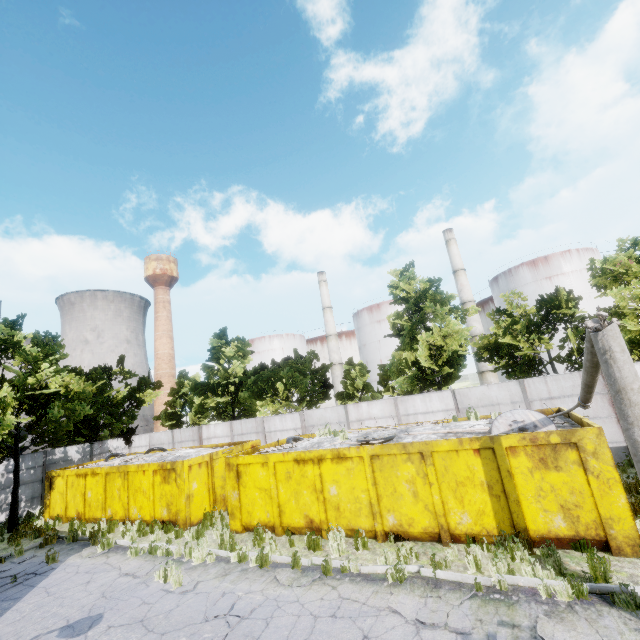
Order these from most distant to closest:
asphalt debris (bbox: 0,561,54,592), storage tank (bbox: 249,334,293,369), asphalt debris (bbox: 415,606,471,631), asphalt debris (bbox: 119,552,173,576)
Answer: storage tank (bbox: 249,334,293,369), asphalt debris (bbox: 0,561,54,592), asphalt debris (bbox: 119,552,173,576), asphalt debris (bbox: 415,606,471,631)

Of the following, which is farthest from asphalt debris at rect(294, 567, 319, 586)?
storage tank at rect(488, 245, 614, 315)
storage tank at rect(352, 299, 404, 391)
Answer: storage tank at rect(488, 245, 614, 315)

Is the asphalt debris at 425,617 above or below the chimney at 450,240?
below

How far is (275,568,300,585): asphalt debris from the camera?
7.9m

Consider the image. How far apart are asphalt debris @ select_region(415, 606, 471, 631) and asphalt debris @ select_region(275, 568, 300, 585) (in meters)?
1.93

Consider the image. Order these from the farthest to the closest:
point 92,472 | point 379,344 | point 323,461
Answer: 1. point 379,344
2. point 92,472
3. point 323,461

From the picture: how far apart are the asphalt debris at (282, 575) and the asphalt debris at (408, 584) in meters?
1.9 m
